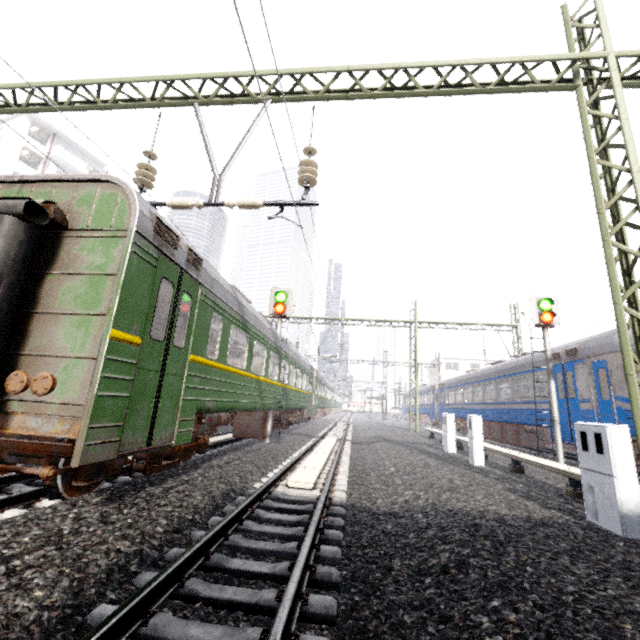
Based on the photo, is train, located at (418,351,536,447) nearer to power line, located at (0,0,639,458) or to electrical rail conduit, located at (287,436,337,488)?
power line, located at (0,0,639,458)

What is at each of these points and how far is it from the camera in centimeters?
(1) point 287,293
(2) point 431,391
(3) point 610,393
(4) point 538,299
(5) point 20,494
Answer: (1) traffic signal, 1295cm
(2) train, 3212cm
(3) train, 969cm
(4) traffic signal, 1186cm
(5) train track, 431cm

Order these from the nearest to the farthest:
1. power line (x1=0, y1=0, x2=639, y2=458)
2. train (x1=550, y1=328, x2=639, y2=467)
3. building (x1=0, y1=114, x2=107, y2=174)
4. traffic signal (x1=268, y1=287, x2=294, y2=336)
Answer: power line (x1=0, y1=0, x2=639, y2=458) < train (x1=550, y1=328, x2=639, y2=467) < traffic signal (x1=268, y1=287, x2=294, y2=336) < building (x1=0, y1=114, x2=107, y2=174)

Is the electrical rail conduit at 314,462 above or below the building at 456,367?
below

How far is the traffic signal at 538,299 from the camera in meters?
10.7 m

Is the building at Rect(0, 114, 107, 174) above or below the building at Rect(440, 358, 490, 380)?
above

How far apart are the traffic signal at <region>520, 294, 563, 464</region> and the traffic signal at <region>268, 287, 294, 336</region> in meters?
9.0 m

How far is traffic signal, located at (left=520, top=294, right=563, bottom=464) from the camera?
10.7m
